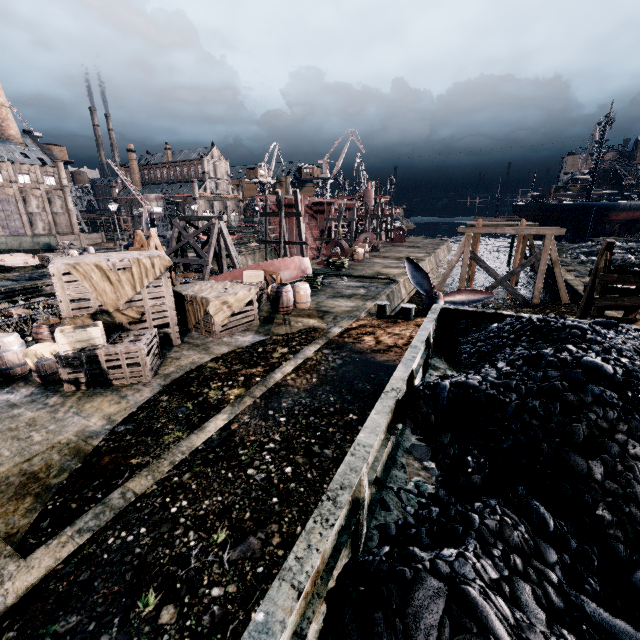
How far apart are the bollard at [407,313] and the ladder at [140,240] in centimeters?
1041cm

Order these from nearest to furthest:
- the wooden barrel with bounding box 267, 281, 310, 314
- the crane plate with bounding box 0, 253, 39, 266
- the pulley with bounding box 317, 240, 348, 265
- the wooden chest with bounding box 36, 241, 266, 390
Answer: the wooden chest with bounding box 36, 241, 266, 390 < the wooden barrel with bounding box 267, 281, 310, 314 < the crane plate with bounding box 0, 253, 39, 266 < the pulley with bounding box 317, 240, 348, 265

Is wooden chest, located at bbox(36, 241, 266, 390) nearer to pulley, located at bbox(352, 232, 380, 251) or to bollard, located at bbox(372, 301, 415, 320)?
bollard, located at bbox(372, 301, 415, 320)

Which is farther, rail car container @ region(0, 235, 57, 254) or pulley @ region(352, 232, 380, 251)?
pulley @ region(352, 232, 380, 251)

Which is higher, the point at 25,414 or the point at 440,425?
the point at 440,425

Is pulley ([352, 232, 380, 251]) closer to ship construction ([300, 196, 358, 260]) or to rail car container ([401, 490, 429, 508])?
ship construction ([300, 196, 358, 260])

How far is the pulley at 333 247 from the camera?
30.7 meters

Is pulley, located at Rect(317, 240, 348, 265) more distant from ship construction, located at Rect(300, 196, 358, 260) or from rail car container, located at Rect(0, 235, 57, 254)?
rail car container, located at Rect(0, 235, 57, 254)
